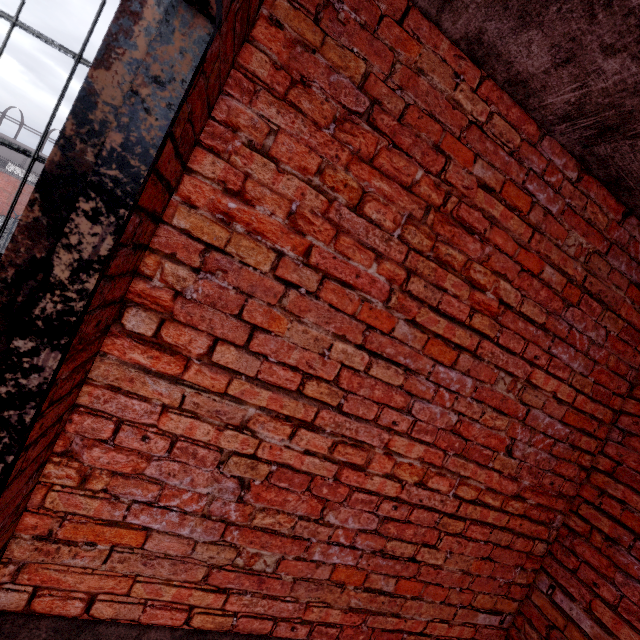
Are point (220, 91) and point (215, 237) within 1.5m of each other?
yes
